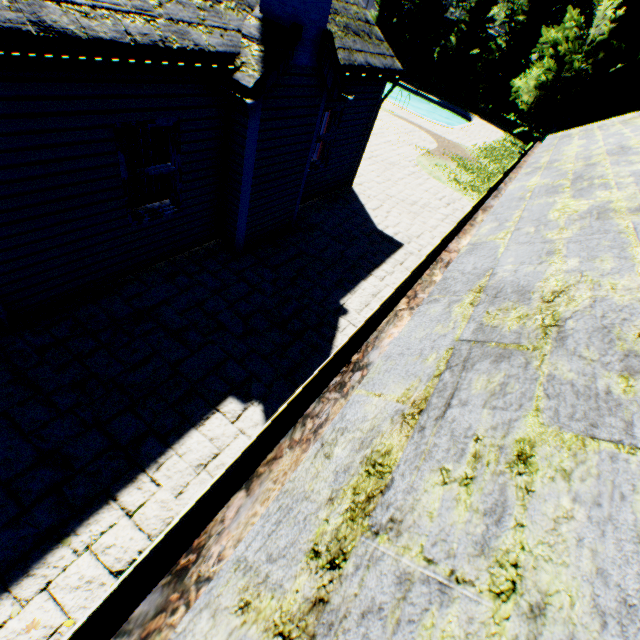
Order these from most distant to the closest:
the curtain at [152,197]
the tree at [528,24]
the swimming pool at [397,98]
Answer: the tree at [528,24], the swimming pool at [397,98], the curtain at [152,197]

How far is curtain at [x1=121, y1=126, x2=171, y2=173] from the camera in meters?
4.9 m

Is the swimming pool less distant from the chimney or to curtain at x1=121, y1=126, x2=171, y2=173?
the chimney

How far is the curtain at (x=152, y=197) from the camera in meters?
5.4

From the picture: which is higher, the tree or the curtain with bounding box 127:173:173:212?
the tree

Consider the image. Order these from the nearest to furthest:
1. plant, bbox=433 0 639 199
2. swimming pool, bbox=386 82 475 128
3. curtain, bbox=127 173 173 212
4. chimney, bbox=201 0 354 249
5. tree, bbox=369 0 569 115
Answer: chimney, bbox=201 0 354 249
curtain, bbox=127 173 173 212
plant, bbox=433 0 639 199
swimming pool, bbox=386 82 475 128
tree, bbox=369 0 569 115

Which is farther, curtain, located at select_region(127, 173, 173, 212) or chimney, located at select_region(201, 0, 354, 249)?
curtain, located at select_region(127, 173, 173, 212)

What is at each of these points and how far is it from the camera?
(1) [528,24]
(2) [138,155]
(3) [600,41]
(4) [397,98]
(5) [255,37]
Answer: (1) tree, 29.77m
(2) curtain, 5.15m
(3) plant, 23.66m
(4) swimming pool, 31.84m
(5) chimney, 4.82m
